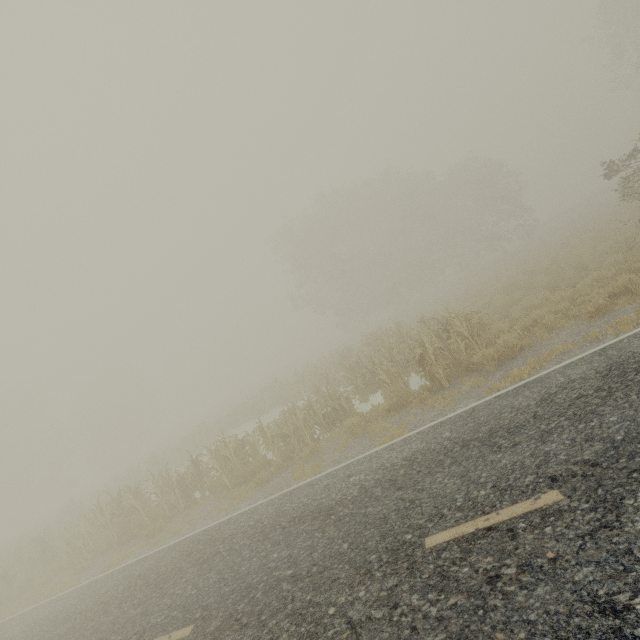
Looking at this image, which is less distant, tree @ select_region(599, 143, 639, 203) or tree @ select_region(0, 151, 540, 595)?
tree @ select_region(0, 151, 540, 595)

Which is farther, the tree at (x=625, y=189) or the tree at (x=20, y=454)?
the tree at (x=625, y=189)

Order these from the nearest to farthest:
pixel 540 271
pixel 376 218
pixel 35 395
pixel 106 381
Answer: pixel 540 271 → pixel 376 218 → pixel 35 395 → pixel 106 381
